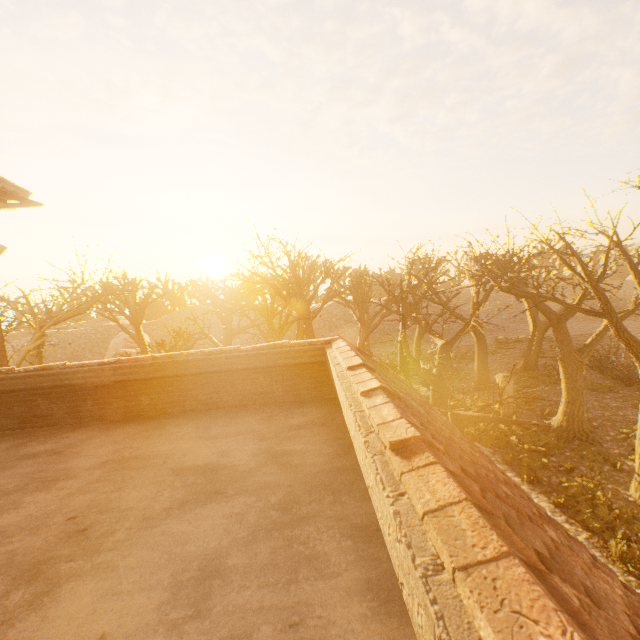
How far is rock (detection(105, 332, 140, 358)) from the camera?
34.24m

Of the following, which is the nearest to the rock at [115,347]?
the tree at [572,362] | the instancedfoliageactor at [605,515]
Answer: the tree at [572,362]

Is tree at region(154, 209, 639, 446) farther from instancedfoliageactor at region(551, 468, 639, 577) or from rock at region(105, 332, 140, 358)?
rock at region(105, 332, 140, 358)

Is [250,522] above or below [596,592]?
below

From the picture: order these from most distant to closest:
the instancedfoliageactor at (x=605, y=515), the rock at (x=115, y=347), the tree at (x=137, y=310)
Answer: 1. the rock at (x=115, y=347)
2. the tree at (x=137, y=310)
3. the instancedfoliageactor at (x=605, y=515)

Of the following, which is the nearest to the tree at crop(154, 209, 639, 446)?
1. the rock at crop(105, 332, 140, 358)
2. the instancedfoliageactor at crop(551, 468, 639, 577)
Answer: the instancedfoliageactor at crop(551, 468, 639, 577)

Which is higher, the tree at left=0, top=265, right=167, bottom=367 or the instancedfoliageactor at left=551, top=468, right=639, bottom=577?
the tree at left=0, top=265, right=167, bottom=367

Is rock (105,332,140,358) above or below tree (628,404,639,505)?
above
